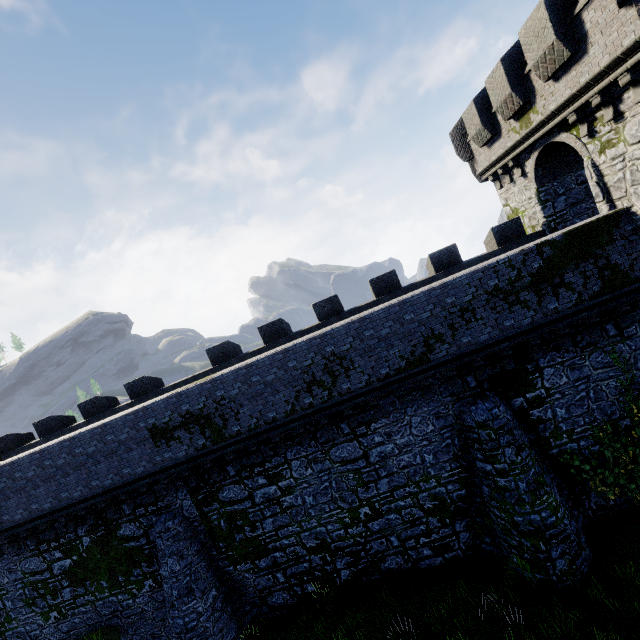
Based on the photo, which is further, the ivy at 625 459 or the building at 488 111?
the ivy at 625 459

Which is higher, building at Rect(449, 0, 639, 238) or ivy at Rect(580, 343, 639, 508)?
building at Rect(449, 0, 639, 238)

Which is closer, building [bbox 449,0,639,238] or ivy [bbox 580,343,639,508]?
building [bbox 449,0,639,238]

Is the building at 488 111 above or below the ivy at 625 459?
above

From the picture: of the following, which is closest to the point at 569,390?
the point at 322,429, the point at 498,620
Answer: the point at 498,620
